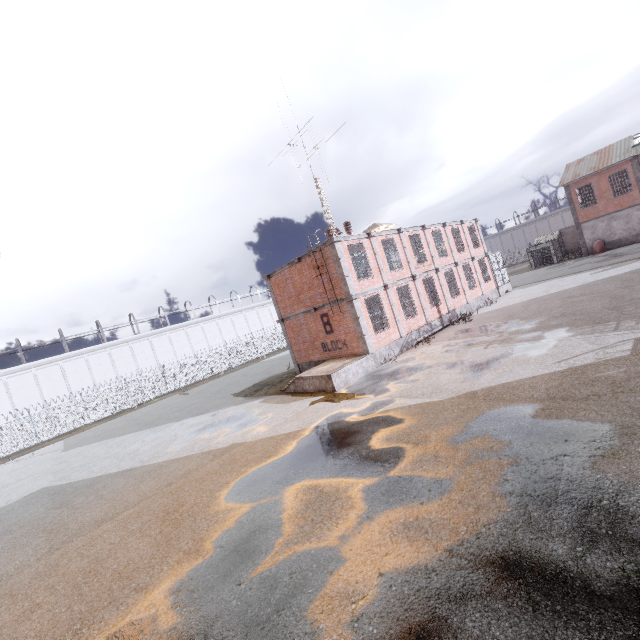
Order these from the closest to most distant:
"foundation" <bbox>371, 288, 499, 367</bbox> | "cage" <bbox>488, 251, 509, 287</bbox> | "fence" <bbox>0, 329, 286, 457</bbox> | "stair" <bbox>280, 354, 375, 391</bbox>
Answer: "stair" <bbox>280, 354, 375, 391</bbox>
"foundation" <bbox>371, 288, 499, 367</bbox>
"cage" <bbox>488, 251, 509, 287</bbox>
"fence" <bbox>0, 329, 286, 457</bbox>

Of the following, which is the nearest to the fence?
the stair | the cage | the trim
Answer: the cage

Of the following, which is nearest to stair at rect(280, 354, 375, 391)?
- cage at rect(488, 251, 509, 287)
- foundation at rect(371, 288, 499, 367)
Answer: foundation at rect(371, 288, 499, 367)

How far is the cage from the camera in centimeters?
2822cm

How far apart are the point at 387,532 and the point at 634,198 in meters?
47.2 m

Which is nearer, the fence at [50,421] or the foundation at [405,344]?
the foundation at [405,344]

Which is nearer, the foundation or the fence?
the foundation

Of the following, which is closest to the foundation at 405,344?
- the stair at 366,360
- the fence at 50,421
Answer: the stair at 366,360
